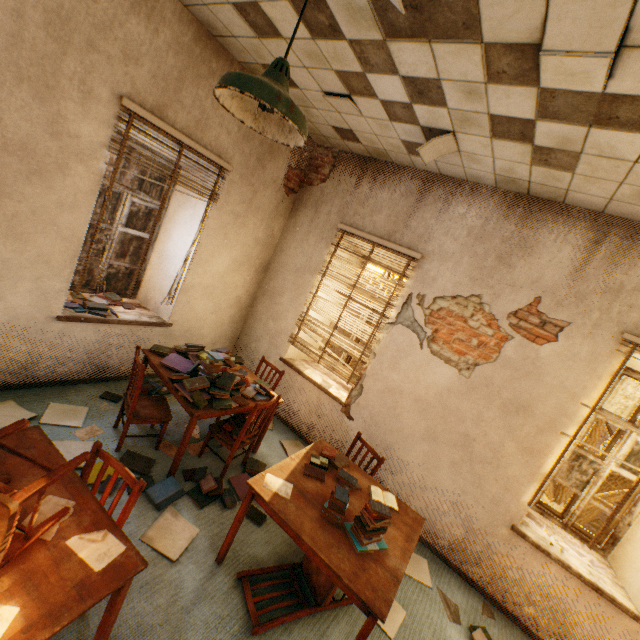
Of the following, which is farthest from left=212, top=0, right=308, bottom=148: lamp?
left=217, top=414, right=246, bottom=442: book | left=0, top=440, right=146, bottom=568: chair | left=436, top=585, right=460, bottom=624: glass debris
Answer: left=436, top=585, right=460, bottom=624: glass debris

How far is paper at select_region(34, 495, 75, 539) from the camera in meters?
1.5 m

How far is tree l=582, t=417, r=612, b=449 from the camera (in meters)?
5.47

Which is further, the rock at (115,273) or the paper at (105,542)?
the rock at (115,273)

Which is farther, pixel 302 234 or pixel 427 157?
pixel 302 234

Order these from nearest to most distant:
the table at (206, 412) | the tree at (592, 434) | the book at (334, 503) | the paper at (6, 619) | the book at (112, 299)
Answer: the paper at (6, 619) < the book at (334, 503) < the table at (206, 412) < the book at (112, 299) < the tree at (592, 434)

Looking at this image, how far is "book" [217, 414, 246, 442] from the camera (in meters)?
3.32

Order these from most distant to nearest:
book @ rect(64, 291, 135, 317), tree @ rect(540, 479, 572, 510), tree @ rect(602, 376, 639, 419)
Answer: tree @ rect(540, 479, 572, 510) → tree @ rect(602, 376, 639, 419) → book @ rect(64, 291, 135, 317)
